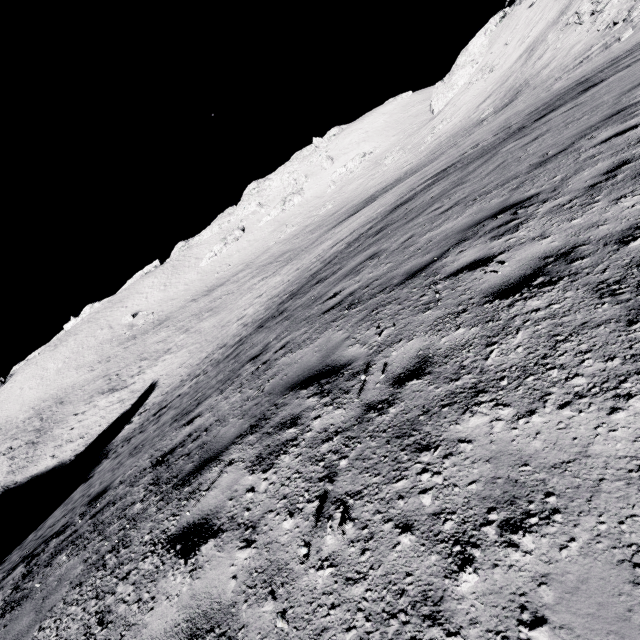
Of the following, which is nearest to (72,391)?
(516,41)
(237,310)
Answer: (237,310)
